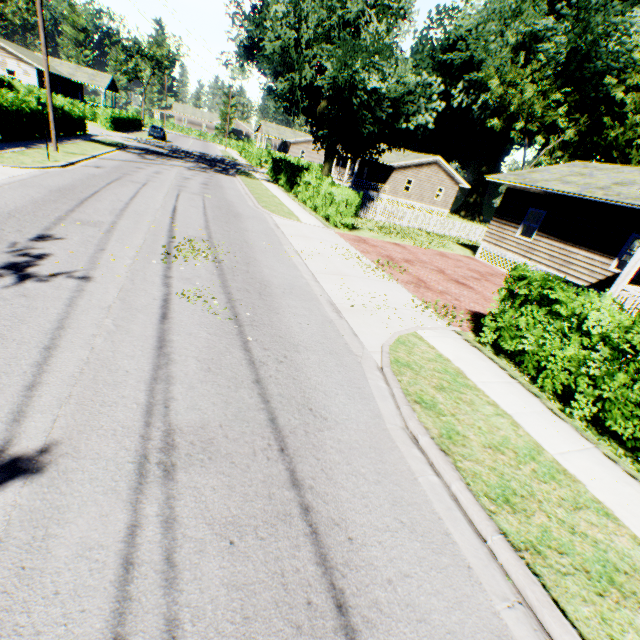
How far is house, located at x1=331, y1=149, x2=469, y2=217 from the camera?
39.1 meters

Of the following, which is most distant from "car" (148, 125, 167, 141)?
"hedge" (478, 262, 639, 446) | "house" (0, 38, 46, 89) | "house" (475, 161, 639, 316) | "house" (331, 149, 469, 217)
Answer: "hedge" (478, 262, 639, 446)

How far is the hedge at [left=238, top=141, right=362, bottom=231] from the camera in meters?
16.8

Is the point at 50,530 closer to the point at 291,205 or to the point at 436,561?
the point at 436,561

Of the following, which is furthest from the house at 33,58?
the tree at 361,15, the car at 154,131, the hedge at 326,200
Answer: the tree at 361,15

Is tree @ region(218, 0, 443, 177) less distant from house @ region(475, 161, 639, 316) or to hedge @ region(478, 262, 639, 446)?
house @ region(475, 161, 639, 316)

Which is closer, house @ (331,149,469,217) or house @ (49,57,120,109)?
house @ (331,149,469,217)

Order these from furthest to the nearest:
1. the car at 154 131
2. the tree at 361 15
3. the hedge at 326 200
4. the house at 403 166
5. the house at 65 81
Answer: the house at 65 81 < the car at 154 131 < the house at 403 166 < the hedge at 326 200 < the tree at 361 15
